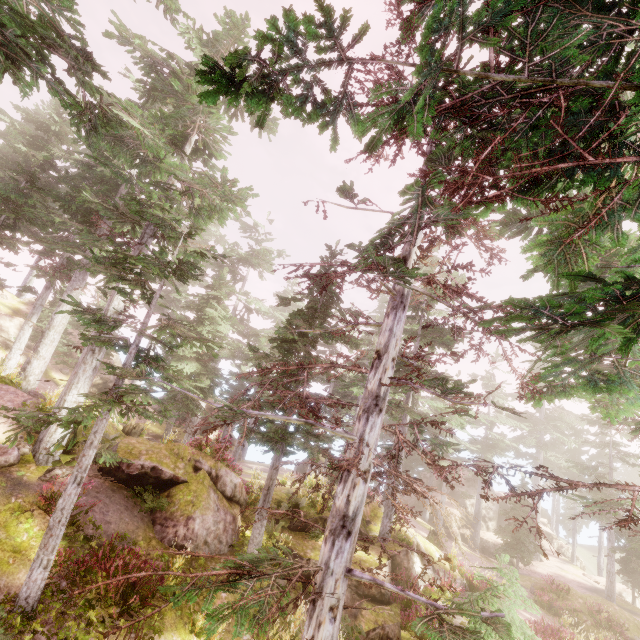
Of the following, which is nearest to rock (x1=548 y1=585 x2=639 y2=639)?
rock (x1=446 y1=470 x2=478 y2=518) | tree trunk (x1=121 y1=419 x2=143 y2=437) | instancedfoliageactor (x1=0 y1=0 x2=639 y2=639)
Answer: instancedfoliageactor (x1=0 y1=0 x2=639 y2=639)

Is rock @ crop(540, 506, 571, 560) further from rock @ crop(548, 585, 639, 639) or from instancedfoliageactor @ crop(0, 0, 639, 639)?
rock @ crop(548, 585, 639, 639)

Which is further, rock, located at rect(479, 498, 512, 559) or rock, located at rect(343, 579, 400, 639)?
rock, located at rect(479, 498, 512, 559)

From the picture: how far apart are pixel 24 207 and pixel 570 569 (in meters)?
54.13

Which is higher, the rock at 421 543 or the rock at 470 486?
the rock at 470 486

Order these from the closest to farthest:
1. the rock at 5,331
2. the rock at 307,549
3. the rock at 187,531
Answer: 1. the rock at 187,531
2. the rock at 307,549
3. the rock at 5,331

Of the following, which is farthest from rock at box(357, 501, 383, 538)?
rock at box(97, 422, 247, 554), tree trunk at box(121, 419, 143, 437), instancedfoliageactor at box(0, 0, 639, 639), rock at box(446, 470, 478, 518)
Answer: rock at box(446, 470, 478, 518)

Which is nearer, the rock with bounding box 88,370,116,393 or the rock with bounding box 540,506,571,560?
the rock with bounding box 88,370,116,393
